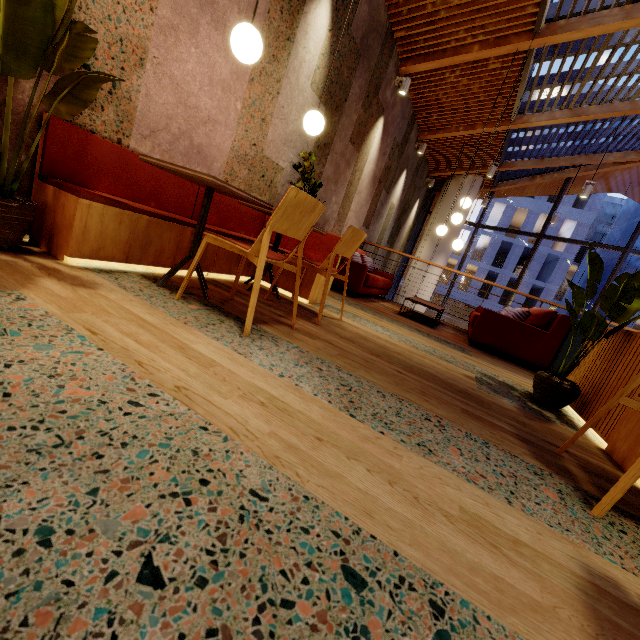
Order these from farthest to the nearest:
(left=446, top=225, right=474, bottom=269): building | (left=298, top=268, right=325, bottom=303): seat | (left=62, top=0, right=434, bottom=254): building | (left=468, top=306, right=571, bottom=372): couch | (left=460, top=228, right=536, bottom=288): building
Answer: (left=446, top=225, right=474, bottom=269): building → (left=460, top=228, right=536, bottom=288): building → (left=468, top=306, right=571, bottom=372): couch → (left=298, top=268, right=325, bottom=303): seat → (left=62, top=0, right=434, bottom=254): building

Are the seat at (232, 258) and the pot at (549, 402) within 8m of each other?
yes

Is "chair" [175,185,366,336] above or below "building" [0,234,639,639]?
above

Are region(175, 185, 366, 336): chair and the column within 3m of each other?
no

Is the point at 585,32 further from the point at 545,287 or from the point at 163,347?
the point at 545,287

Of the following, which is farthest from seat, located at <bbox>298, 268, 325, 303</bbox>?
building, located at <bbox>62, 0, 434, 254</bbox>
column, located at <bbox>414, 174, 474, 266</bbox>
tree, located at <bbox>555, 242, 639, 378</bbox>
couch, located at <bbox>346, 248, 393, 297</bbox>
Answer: column, located at <bbox>414, 174, 474, 266</bbox>

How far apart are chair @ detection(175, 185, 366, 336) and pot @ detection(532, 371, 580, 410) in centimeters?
209cm

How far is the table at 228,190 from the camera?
1.8m
